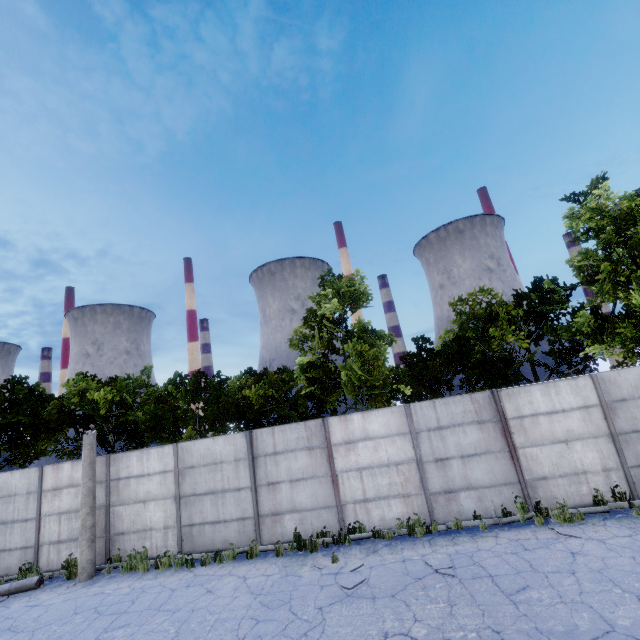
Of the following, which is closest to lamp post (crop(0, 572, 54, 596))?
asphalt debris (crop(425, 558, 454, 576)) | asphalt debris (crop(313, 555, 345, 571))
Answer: asphalt debris (crop(313, 555, 345, 571))

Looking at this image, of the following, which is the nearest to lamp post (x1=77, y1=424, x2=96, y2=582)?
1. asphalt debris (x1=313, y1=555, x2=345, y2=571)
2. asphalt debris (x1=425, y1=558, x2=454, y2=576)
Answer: asphalt debris (x1=313, y1=555, x2=345, y2=571)

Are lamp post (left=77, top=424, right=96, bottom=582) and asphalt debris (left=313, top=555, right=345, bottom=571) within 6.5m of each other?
no

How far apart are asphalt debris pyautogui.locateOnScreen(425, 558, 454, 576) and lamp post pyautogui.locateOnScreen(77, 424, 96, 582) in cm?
1074

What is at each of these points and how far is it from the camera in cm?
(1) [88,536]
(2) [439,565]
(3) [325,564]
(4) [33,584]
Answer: (1) lamp post, 1080
(2) asphalt debris, 772
(3) asphalt debris, 873
(4) lamp post, 1043

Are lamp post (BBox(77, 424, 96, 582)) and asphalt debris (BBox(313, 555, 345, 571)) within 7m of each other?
no

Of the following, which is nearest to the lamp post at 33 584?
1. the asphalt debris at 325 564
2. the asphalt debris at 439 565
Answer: the asphalt debris at 325 564

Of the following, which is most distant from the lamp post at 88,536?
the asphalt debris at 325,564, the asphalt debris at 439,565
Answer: the asphalt debris at 439,565
